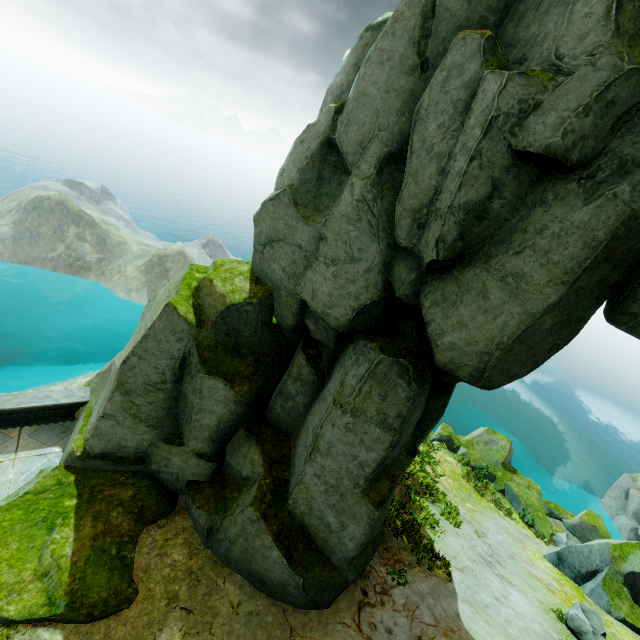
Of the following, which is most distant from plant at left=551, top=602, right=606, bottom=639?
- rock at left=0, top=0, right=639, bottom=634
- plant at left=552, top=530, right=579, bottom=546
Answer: plant at left=552, top=530, right=579, bottom=546

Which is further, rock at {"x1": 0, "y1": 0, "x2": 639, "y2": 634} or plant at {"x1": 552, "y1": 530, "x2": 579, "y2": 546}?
plant at {"x1": 552, "y1": 530, "x2": 579, "y2": 546}

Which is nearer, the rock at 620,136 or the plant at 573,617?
the rock at 620,136

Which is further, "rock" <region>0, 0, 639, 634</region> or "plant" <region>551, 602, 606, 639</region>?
"plant" <region>551, 602, 606, 639</region>

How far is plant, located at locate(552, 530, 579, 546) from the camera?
17.8m

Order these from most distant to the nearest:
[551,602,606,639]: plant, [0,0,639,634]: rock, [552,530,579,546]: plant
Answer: [552,530,579,546]: plant → [551,602,606,639]: plant → [0,0,639,634]: rock

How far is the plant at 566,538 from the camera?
17.8m

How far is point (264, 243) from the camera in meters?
9.0 m
